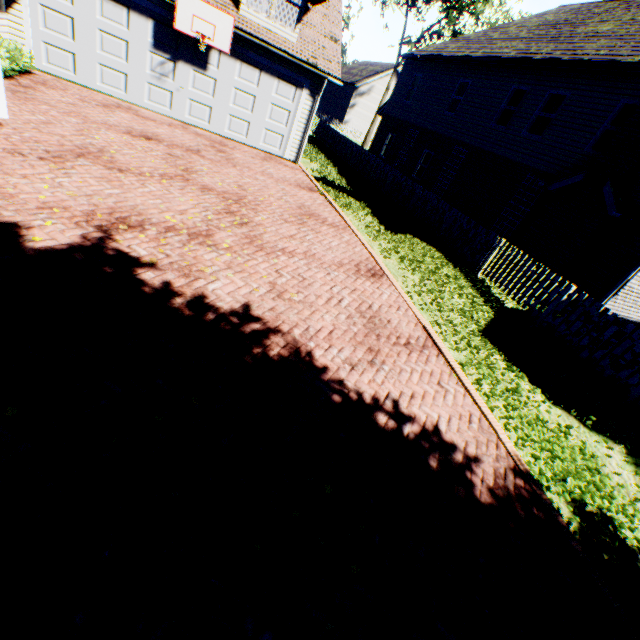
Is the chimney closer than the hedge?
Result: No

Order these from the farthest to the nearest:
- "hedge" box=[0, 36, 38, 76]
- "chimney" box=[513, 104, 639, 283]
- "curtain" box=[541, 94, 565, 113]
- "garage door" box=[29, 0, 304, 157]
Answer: "curtain" box=[541, 94, 565, 113] < "garage door" box=[29, 0, 304, 157] < "chimney" box=[513, 104, 639, 283] < "hedge" box=[0, 36, 38, 76]

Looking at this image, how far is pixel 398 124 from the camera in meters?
21.6

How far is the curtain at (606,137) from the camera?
10.8 meters

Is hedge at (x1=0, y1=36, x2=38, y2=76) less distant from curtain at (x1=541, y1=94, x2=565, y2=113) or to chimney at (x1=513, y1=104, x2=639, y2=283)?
chimney at (x1=513, y1=104, x2=639, y2=283)

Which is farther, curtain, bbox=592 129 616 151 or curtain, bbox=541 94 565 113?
curtain, bbox=541 94 565 113

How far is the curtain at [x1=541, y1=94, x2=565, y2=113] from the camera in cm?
1250

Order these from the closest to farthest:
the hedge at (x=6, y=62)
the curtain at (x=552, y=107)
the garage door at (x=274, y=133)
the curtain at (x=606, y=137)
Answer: the hedge at (x=6, y=62) < the garage door at (x=274, y=133) < the curtain at (x=606, y=137) < the curtain at (x=552, y=107)
